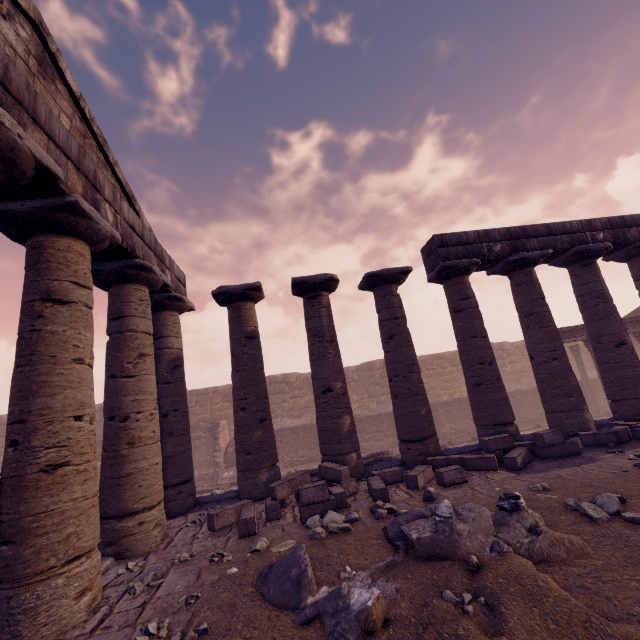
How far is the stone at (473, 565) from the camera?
3.2m

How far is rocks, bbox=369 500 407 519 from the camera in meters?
5.5

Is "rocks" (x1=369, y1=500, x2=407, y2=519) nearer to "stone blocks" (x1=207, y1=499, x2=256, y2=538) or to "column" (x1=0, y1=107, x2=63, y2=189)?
Answer: "stone blocks" (x1=207, y1=499, x2=256, y2=538)

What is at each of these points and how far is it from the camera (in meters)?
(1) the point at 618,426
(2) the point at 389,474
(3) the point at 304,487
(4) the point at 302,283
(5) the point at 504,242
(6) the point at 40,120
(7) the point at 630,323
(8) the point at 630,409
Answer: (1) stone blocks, 8.23
(2) stone blocks, 7.32
(3) stone blocks, 5.95
(4) column, 9.07
(5) entablature, 10.26
(6) entablature, 4.19
(7) entablature, 14.80
(8) column, 9.38

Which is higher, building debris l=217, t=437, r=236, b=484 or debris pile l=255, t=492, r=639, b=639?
debris pile l=255, t=492, r=639, b=639

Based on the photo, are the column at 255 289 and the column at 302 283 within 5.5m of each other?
yes

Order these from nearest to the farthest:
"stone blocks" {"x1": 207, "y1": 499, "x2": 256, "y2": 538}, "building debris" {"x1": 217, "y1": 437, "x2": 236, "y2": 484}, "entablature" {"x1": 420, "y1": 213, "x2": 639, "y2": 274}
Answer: "stone blocks" {"x1": 207, "y1": 499, "x2": 256, "y2": 538}
"entablature" {"x1": 420, "y1": 213, "x2": 639, "y2": 274}
"building debris" {"x1": 217, "y1": 437, "x2": 236, "y2": 484}

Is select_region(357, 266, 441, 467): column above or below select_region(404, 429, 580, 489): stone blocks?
above
